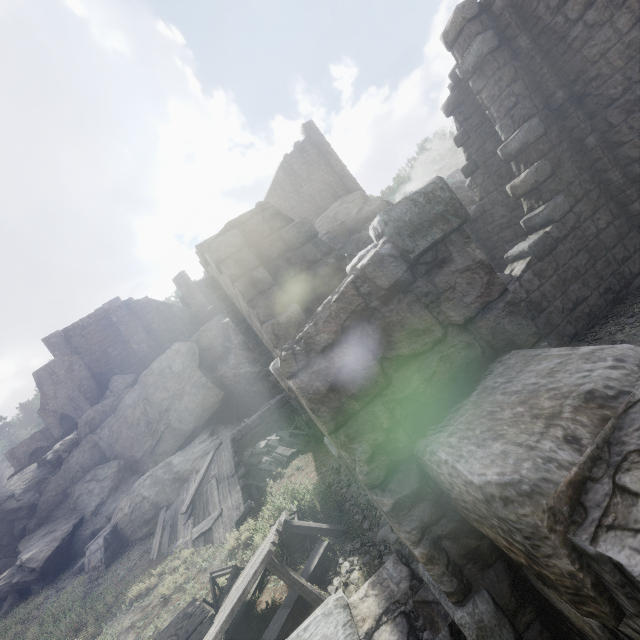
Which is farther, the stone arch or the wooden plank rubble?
the stone arch

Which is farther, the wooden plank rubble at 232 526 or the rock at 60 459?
the rock at 60 459

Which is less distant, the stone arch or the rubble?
the rubble

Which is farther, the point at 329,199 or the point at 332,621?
the point at 329,199

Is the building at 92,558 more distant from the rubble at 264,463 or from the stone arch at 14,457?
the stone arch at 14,457

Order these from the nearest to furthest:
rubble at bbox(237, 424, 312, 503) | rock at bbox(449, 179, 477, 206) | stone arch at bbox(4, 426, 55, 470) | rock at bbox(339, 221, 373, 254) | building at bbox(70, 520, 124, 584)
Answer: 1. rubble at bbox(237, 424, 312, 503)
2. building at bbox(70, 520, 124, 584)
3. rock at bbox(339, 221, 373, 254)
4. rock at bbox(449, 179, 477, 206)
5. stone arch at bbox(4, 426, 55, 470)

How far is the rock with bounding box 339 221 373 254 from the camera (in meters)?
23.08

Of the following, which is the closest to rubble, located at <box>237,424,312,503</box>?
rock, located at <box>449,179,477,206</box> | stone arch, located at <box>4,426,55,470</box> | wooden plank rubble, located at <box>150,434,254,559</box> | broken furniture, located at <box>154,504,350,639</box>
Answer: wooden plank rubble, located at <box>150,434,254,559</box>
